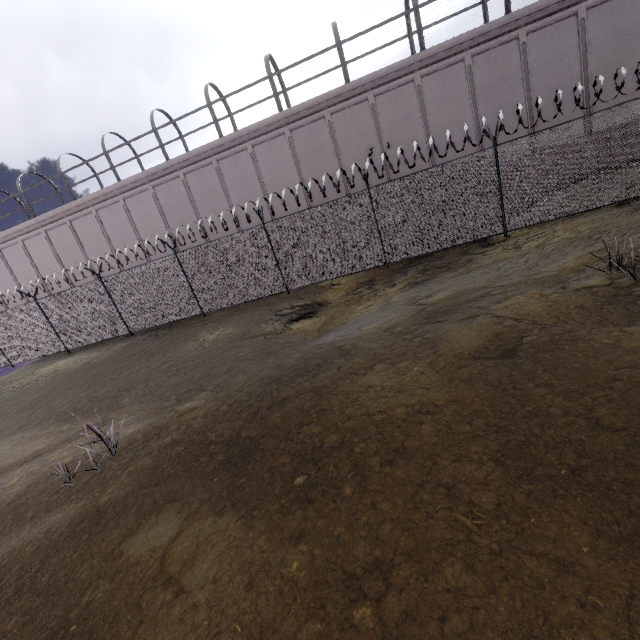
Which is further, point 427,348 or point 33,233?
point 33,233
